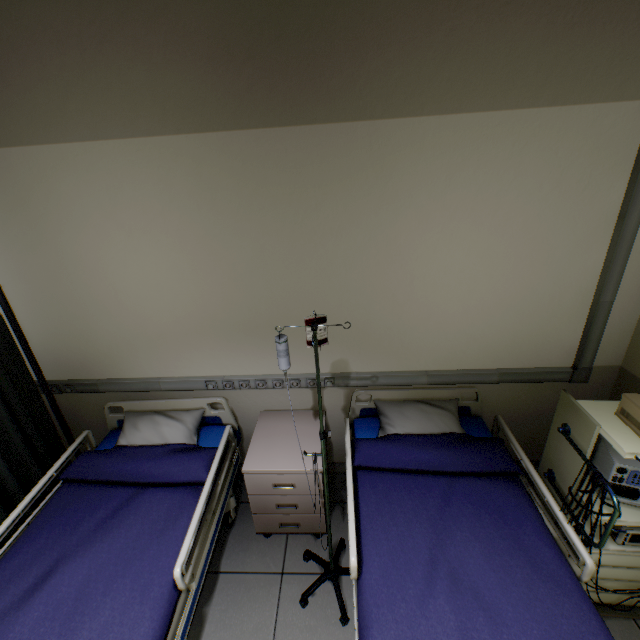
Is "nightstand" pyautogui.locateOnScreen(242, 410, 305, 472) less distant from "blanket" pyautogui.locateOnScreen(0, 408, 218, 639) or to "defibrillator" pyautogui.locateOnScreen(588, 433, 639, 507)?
"blanket" pyautogui.locateOnScreen(0, 408, 218, 639)

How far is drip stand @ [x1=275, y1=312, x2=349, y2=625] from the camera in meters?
1.3

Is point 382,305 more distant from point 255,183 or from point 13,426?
point 13,426

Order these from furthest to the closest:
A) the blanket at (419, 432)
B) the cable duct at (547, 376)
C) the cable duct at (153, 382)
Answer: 1. the cable duct at (153, 382)
2. the cable duct at (547, 376)
3. the blanket at (419, 432)

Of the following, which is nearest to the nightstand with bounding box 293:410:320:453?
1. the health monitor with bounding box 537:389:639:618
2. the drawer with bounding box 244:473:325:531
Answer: the drawer with bounding box 244:473:325:531

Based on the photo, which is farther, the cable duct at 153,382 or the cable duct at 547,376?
the cable duct at 153,382

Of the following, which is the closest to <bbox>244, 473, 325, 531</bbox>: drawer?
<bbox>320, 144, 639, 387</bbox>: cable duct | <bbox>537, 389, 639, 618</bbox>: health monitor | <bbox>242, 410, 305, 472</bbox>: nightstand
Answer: <bbox>242, 410, 305, 472</bbox>: nightstand

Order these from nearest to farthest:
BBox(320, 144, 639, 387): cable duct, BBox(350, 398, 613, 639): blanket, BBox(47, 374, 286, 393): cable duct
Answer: BBox(350, 398, 613, 639): blanket → BBox(320, 144, 639, 387): cable duct → BBox(47, 374, 286, 393): cable duct
